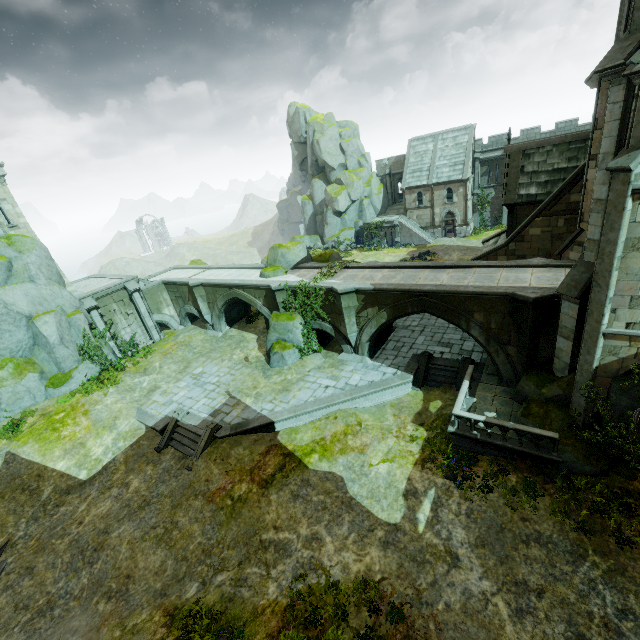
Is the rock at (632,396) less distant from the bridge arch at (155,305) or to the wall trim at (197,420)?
the wall trim at (197,420)

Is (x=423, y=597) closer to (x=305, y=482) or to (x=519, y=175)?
(x=305, y=482)

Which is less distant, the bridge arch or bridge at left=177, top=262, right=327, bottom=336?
bridge at left=177, top=262, right=327, bottom=336

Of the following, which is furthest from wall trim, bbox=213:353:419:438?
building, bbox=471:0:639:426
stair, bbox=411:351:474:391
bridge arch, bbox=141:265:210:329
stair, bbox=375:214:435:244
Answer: stair, bbox=375:214:435:244

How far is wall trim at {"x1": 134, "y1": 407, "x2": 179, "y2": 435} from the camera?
18.4 meters

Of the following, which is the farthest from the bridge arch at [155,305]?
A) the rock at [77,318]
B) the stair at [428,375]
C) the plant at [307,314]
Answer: the stair at [428,375]

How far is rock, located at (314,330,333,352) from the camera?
22.5m

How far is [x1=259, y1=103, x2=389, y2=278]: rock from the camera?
25.38m
